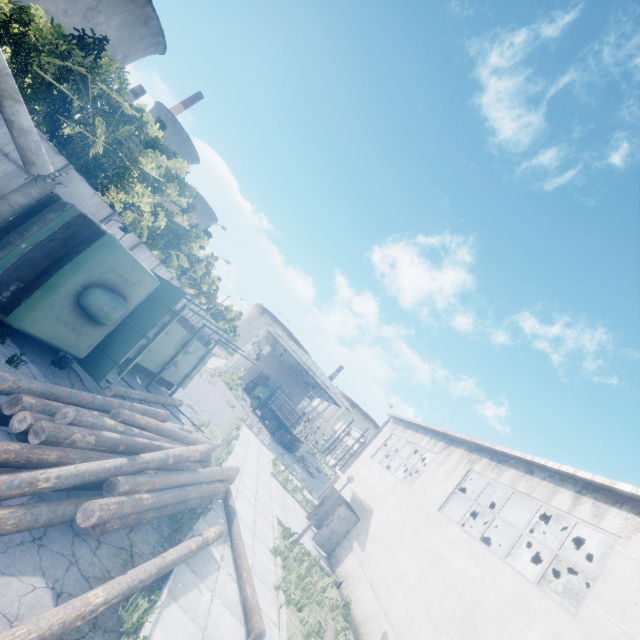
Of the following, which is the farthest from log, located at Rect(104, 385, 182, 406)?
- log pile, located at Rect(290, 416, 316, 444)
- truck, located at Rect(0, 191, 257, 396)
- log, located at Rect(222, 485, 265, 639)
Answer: log pile, located at Rect(290, 416, 316, 444)

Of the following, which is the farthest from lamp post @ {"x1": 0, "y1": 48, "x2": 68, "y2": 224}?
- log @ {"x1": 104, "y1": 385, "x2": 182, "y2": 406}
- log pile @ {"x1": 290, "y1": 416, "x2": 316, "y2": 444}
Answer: log pile @ {"x1": 290, "y1": 416, "x2": 316, "y2": 444}

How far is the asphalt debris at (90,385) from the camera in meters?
8.7

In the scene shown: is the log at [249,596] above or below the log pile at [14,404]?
below

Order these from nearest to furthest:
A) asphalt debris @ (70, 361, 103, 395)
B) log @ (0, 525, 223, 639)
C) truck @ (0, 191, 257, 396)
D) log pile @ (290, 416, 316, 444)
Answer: log @ (0, 525, 223, 639) → truck @ (0, 191, 257, 396) → asphalt debris @ (70, 361, 103, 395) → log pile @ (290, 416, 316, 444)

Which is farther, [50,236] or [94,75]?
[94,75]

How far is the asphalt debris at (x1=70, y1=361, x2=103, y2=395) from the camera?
8.7 meters

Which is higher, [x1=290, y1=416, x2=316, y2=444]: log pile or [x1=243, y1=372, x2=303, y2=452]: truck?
[x1=290, y1=416, x2=316, y2=444]: log pile
